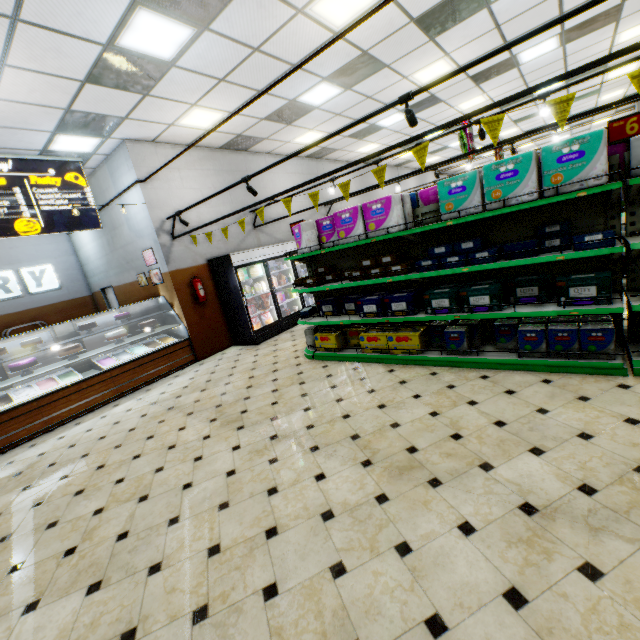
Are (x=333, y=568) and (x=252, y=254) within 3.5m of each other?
no

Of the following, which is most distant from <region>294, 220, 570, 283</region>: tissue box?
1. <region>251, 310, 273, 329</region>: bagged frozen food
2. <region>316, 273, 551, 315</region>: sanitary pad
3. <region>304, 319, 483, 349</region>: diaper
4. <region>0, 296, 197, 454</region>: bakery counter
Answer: A: <region>0, 296, 197, 454</region>: bakery counter

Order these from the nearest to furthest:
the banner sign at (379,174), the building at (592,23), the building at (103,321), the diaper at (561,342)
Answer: the diaper at (561,342) < the banner sign at (379,174) < the building at (592,23) < the building at (103,321)

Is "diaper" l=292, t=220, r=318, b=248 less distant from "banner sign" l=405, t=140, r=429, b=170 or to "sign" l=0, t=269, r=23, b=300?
"banner sign" l=405, t=140, r=429, b=170

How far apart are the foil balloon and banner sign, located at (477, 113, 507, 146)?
3.6m

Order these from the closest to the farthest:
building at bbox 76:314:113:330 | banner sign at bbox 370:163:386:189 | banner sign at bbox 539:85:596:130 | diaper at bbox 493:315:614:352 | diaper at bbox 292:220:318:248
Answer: banner sign at bbox 539:85:596:130, diaper at bbox 493:315:614:352, banner sign at bbox 370:163:386:189, diaper at bbox 292:220:318:248, building at bbox 76:314:113:330

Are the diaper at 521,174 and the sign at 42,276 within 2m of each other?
no

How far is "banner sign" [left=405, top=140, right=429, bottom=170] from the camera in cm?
364
